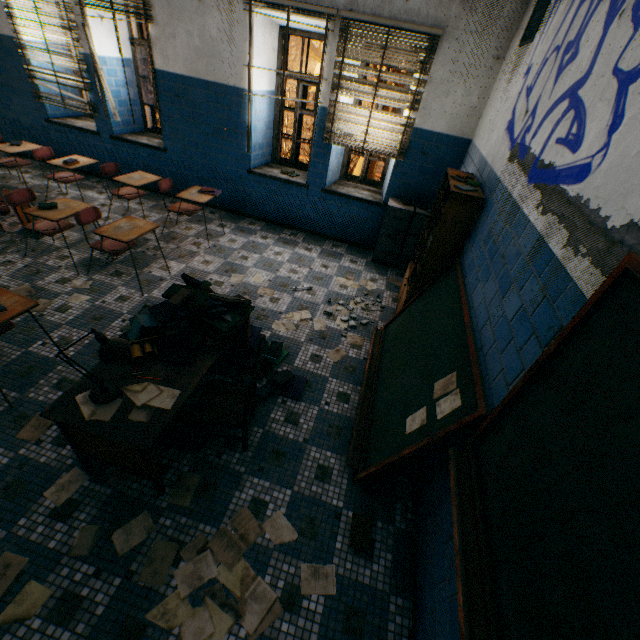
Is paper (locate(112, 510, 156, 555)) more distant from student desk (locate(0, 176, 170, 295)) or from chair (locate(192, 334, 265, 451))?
student desk (locate(0, 176, 170, 295))

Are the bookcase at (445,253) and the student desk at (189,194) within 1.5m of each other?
no

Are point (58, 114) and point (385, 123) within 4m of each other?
no

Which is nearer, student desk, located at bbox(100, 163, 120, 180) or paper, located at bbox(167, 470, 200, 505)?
paper, located at bbox(167, 470, 200, 505)

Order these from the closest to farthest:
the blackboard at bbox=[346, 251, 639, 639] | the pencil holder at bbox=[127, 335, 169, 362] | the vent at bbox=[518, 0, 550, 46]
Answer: the blackboard at bbox=[346, 251, 639, 639], the pencil holder at bbox=[127, 335, 169, 362], the vent at bbox=[518, 0, 550, 46]

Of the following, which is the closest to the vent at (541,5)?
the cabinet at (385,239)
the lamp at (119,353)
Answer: the cabinet at (385,239)

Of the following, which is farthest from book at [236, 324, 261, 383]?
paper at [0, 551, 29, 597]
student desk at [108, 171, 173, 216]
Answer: student desk at [108, 171, 173, 216]

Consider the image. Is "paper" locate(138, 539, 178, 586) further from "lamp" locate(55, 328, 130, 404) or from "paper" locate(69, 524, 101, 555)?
"lamp" locate(55, 328, 130, 404)
